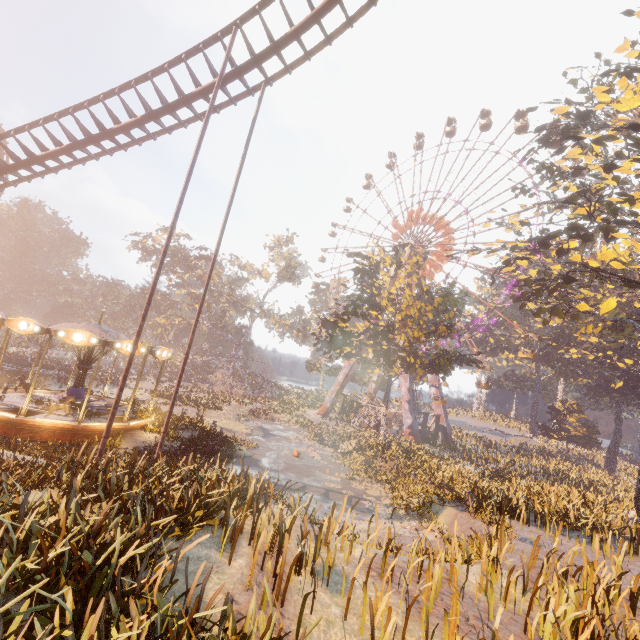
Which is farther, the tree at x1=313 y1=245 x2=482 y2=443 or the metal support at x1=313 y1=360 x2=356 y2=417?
the metal support at x1=313 y1=360 x2=356 y2=417

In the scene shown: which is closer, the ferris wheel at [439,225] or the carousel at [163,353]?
the carousel at [163,353]

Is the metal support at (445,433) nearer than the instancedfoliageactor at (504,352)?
Yes

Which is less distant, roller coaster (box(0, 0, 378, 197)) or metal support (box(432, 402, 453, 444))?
roller coaster (box(0, 0, 378, 197))

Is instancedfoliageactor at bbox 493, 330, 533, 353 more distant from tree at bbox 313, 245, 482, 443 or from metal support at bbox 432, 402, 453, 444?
tree at bbox 313, 245, 482, 443

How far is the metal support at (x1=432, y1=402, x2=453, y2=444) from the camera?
41.16m

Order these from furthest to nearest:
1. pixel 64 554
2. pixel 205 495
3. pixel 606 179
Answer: pixel 606 179
pixel 205 495
pixel 64 554

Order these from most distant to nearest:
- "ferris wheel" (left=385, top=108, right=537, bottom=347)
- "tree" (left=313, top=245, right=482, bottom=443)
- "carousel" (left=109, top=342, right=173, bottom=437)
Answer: "ferris wheel" (left=385, top=108, right=537, bottom=347) < "tree" (left=313, top=245, right=482, bottom=443) < "carousel" (left=109, top=342, right=173, bottom=437)
